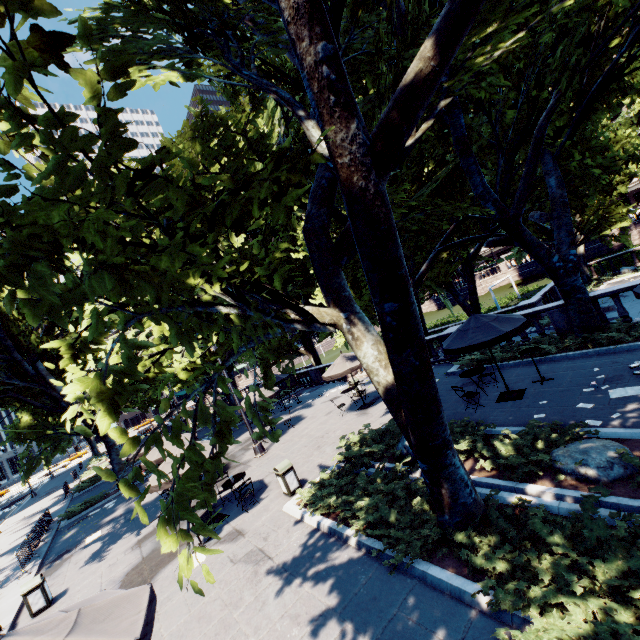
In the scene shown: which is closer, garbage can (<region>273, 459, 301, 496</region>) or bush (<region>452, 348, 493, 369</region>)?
garbage can (<region>273, 459, 301, 496</region>)

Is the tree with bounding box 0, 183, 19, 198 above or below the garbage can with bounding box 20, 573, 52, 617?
above

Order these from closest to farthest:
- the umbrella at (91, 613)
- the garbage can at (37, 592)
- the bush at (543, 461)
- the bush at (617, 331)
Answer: the umbrella at (91, 613)
the bush at (543, 461)
the garbage can at (37, 592)
the bush at (617, 331)

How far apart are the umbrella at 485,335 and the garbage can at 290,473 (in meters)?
6.34

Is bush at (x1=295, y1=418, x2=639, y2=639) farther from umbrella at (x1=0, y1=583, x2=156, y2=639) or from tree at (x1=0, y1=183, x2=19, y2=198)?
umbrella at (x1=0, y1=583, x2=156, y2=639)

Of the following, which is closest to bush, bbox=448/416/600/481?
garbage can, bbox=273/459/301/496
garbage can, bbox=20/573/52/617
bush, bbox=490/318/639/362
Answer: garbage can, bbox=273/459/301/496

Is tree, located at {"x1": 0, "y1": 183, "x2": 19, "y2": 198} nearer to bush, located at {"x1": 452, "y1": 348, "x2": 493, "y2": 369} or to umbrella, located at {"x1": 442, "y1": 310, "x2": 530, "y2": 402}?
bush, located at {"x1": 452, "y1": 348, "x2": 493, "y2": 369}

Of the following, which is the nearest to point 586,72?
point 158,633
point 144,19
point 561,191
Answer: point 561,191
